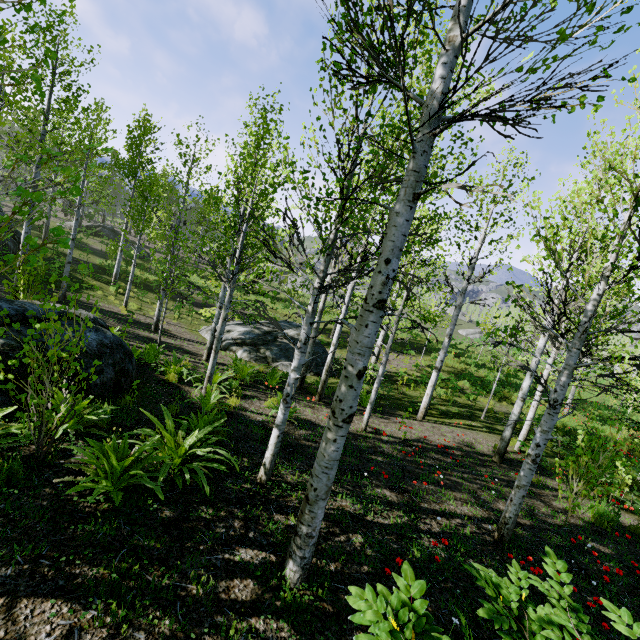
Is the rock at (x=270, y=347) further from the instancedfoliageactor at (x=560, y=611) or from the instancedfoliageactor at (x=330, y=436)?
the instancedfoliageactor at (x=330, y=436)

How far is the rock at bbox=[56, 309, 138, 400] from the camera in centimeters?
577cm

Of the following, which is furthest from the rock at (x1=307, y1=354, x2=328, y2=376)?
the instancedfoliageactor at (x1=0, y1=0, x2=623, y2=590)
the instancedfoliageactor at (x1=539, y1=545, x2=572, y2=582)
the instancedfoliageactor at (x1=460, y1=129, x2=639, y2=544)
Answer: the instancedfoliageactor at (x1=0, y1=0, x2=623, y2=590)

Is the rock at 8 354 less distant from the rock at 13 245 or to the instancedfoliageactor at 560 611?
the instancedfoliageactor at 560 611

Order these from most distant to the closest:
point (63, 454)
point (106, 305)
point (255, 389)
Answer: point (106, 305) → point (255, 389) → point (63, 454)

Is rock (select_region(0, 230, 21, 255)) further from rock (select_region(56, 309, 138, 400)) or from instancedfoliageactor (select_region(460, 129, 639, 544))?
instancedfoliageactor (select_region(460, 129, 639, 544))

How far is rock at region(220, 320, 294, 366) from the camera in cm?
1467

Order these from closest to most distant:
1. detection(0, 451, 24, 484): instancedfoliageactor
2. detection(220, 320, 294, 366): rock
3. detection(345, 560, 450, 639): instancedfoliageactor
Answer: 1. detection(345, 560, 450, 639): instancedfoliageactor
2. detection(0, 451, 24, 484): instancedfoliageactor
3. detection(220, 320, 294, 366): rock
